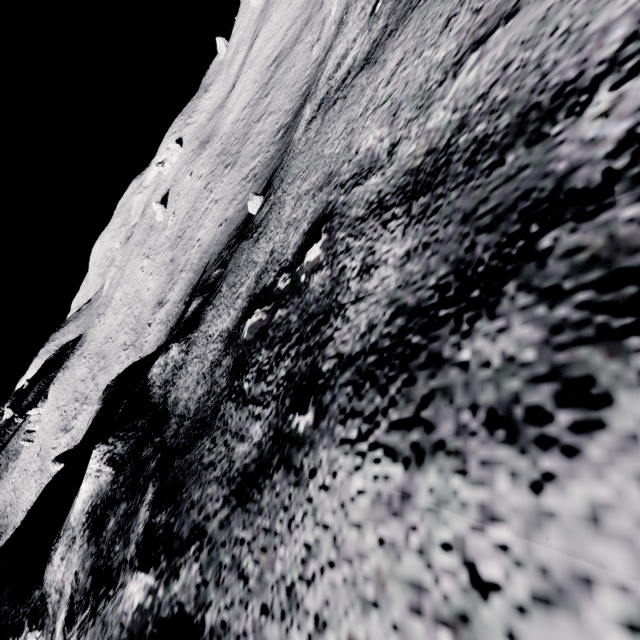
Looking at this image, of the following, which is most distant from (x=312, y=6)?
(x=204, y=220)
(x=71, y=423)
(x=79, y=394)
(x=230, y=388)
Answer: (x=71, y=423)
